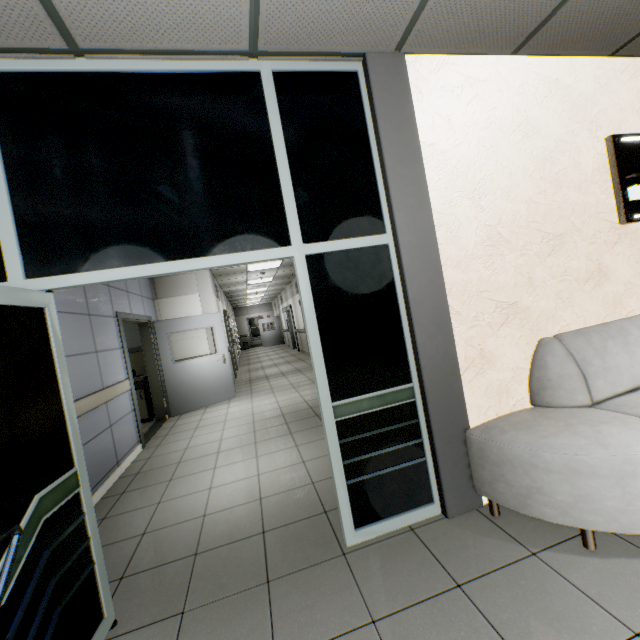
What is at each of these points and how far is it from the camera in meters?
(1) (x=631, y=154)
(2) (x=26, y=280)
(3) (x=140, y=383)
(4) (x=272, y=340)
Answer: (1) sign, 2.7 m
(2) doorway, 1.8 m
(3) sink, 6.7 m
(4) door, 23.0 m

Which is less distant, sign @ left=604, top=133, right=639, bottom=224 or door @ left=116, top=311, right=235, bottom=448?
sign @ left=604, top=133, right=639, bottom=224

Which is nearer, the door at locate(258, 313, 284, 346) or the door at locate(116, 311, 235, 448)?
the door at locate(116, 311, 235, 448)

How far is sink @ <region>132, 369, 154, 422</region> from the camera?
6.7m

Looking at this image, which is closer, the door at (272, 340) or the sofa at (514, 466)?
the sofa at (514, 466)

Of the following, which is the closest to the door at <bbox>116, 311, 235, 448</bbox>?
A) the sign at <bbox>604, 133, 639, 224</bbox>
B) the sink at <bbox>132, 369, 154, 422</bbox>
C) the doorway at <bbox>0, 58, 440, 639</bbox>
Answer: the sink at <bbox>132, 369, 154, 422</bbox>

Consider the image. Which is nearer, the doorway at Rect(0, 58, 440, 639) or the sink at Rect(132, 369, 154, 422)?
the doorway at Rect(0, 58, 440, 639)

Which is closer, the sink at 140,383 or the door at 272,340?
the sink at 140,383
